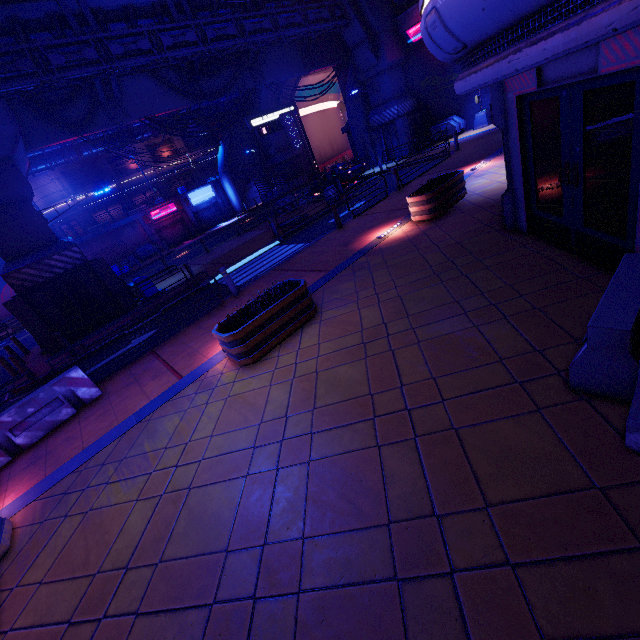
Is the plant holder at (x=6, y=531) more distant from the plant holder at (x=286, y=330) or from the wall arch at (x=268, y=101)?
the wall arch at (x=268, y=101)

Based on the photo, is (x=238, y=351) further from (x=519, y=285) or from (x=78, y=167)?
(x=78, y=167)

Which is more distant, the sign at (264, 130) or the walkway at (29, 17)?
the sign at (264, 130)

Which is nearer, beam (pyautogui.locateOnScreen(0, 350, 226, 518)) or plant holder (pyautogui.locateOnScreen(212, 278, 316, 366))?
beam (pyautogui.locateOnScreen(0, 350, 226, 518))

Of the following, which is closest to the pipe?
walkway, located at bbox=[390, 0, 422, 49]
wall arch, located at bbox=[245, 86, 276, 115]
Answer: walkway, located at bbox=[390, 0, 422, 49]

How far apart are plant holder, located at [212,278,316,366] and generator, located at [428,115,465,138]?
23.7m

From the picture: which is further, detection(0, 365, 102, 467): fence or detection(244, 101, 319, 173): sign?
detection(244, 101, 319, 173): sign

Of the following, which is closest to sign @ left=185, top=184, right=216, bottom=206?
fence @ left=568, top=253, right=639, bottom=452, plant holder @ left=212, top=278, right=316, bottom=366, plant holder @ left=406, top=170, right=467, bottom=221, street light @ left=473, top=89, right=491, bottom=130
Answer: street light @ left=473, top=89, right=491, bottom=130
